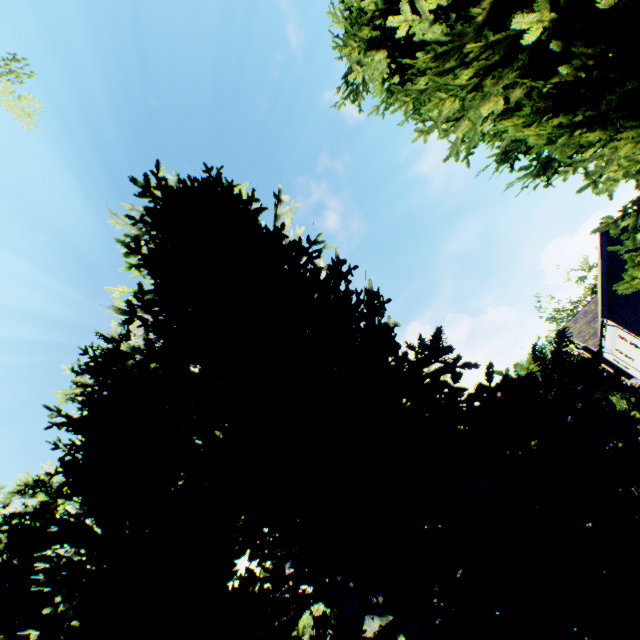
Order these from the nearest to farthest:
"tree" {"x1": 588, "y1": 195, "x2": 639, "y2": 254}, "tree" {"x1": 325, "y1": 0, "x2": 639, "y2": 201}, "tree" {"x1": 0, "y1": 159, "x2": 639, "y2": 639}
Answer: → "tree" {"x1": 0, "y1": 159, "x2": 639, "y2": 639}, "tree" {"x1": 325, "y1": 0, "x2": 639, "y2": 201}, "tree" {"x1": 588, "y1": 195, "x2": 639, "y2": 254}

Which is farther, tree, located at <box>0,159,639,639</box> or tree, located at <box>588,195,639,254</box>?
tree, located at <box>588,195,639,254</box>

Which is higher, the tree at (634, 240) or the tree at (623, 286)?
the tree at (634, 240)

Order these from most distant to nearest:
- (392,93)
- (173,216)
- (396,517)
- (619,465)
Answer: (392,93) → (173,216) → (396,517) → (619,465)

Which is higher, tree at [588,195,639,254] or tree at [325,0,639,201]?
tree at [325,0,639,201]

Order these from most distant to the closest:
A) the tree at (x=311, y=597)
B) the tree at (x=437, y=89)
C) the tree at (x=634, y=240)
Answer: the tree at (x=634, y=240) → the tree at (x=437, y=89) → the tree at (x=311, y=597)
